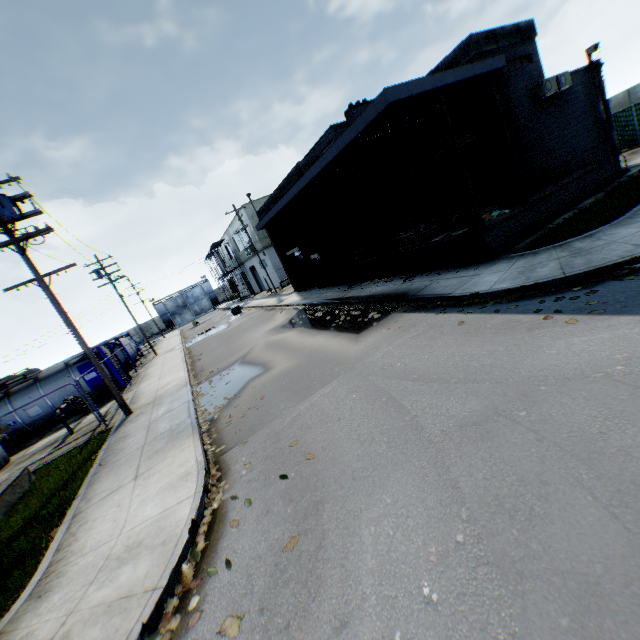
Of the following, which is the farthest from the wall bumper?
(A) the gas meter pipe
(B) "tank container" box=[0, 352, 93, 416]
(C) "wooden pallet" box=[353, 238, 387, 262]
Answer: (A) the gas meter pipe

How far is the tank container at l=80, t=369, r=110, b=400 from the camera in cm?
1861

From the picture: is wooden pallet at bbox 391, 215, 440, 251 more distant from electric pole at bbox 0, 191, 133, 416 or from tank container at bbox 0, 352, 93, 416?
tank container at bbox 0, 352, 93, 416

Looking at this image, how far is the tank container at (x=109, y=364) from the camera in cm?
1903

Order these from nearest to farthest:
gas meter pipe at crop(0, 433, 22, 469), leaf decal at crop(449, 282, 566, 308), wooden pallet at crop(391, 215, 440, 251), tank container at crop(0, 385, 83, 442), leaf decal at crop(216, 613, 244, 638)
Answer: leaf decal at crop(216, 613, 244, 638)
leaf decal at crop(449, 282, 566, 308)
wooden pallet at crop(391, 215, 440, 251)
gas meter pipe at crop(0, 433, 22, 469)
tank container at crop(0, 385, 83, 442)

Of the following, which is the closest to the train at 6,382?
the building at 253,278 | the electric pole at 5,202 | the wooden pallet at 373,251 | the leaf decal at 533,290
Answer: the electric pole at 5,202

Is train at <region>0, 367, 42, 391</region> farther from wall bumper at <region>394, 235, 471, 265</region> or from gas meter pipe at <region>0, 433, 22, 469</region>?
wall bumper at <region>394, 235, 471, 265</region>

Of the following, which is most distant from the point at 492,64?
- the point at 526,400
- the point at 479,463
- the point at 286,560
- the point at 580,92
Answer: the point at 286,560
